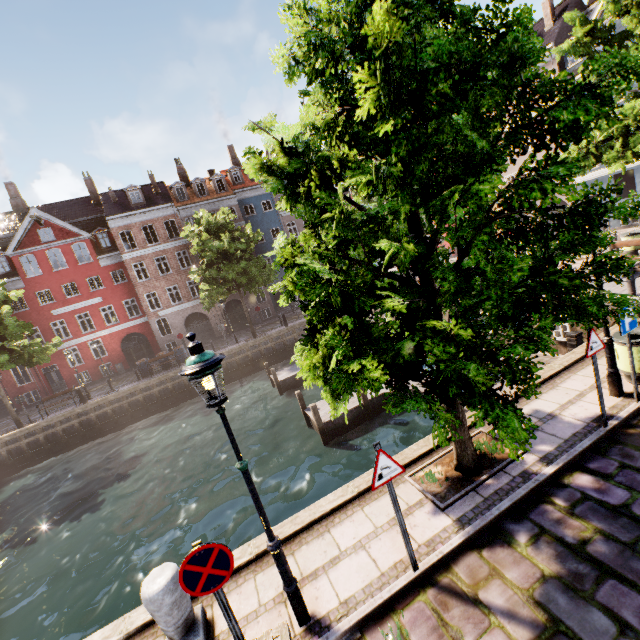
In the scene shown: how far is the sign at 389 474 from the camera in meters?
4.0 m

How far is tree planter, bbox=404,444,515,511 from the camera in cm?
529

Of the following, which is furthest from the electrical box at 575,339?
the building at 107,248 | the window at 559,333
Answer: the building at 107,248

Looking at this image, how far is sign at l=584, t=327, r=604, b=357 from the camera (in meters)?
5.34

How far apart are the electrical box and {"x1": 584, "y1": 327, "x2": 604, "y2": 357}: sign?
5.7 meters

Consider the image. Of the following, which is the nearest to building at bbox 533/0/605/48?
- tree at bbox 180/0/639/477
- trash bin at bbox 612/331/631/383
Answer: tree at bbox 180/0/639/477

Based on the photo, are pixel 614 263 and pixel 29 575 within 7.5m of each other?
no

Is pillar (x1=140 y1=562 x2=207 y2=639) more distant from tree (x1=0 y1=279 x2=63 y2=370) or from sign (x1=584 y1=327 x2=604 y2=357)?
sign (x1=584 y1=327 x2=604 y2=357)
